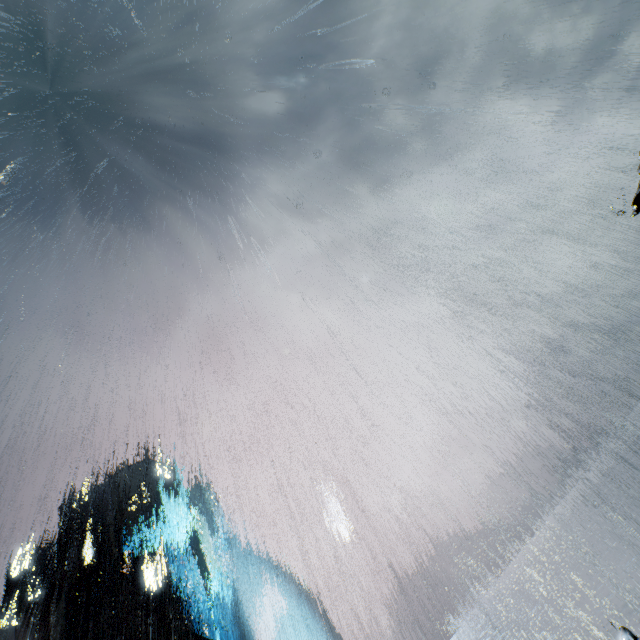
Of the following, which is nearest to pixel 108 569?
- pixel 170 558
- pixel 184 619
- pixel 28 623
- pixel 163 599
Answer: pixel 170 558
